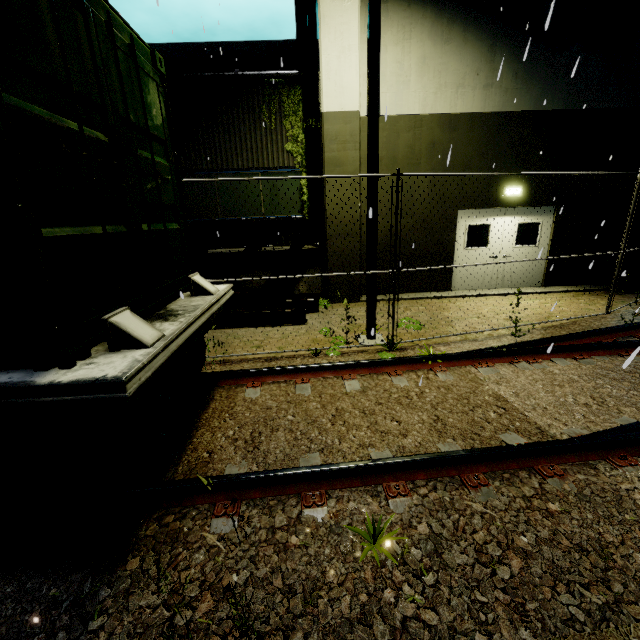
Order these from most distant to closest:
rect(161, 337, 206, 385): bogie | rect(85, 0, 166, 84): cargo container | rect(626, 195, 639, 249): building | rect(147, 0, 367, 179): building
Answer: rect(626, 195, 639, 249): building → rect(147, 0, 367, 179): building → rect(161, 337, 206, 385): bogie → rect(85, 0, 166, 84): cargo container

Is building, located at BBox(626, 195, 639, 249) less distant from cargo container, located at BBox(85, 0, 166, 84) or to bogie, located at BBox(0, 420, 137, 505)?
cargo container, located at BBox(85, 0, 166, 84)

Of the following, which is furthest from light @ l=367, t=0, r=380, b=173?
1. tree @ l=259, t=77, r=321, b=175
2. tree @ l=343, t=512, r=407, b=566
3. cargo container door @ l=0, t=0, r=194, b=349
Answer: tree @ l=259, t=77, r=321, b=175

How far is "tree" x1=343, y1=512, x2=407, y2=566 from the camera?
2.2m

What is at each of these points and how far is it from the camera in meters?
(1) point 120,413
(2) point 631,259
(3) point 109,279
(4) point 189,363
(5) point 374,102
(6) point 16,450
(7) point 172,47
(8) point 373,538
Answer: (1) flatcar, 2.1 m
(2) building, 10.2 m
(3) cargo container door, 2.6 m
(4) bogie, 4.5 m
(5) light, 5.3 m
(6) bogie, 2.2 m
(7) building, 15.4 m
(8) tree, 2.3 m

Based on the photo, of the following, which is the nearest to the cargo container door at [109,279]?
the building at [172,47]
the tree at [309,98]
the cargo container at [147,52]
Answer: the cargo container at [147,52]

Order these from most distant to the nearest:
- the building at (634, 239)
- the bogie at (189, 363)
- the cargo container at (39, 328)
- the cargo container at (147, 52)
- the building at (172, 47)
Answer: the building at (634, 239)
the building at (172, 47)
the bogie at (189, 363)
the cargo container at (147, 52)
the cargo container at (39, 328)

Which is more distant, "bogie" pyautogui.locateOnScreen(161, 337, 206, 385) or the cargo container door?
"bogie" pyautogui.locateOnScreen(161, 337, 206, 385)
